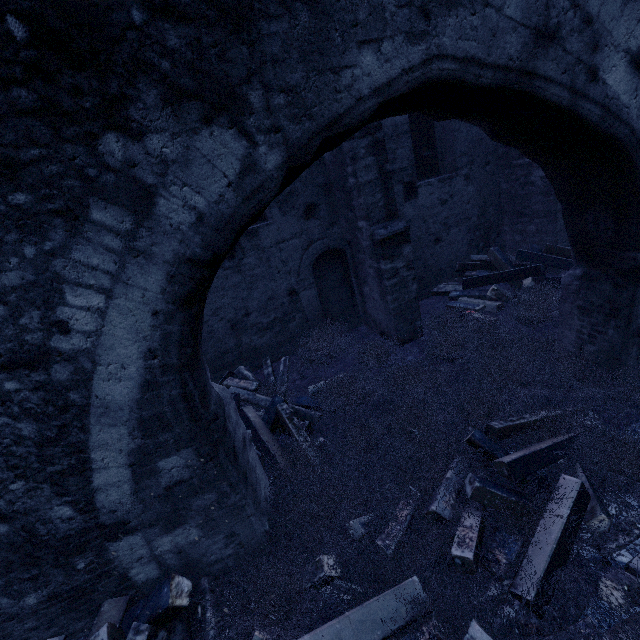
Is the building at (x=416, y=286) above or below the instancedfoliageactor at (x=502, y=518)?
above

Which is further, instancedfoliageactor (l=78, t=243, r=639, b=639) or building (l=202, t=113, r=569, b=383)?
building (l=202, t=113, r=569, b=383)

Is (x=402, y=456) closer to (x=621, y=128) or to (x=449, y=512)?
(x=449, y=512)

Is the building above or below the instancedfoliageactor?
above

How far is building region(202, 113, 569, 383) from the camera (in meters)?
5.60

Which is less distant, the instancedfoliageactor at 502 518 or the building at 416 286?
the instancedfoliageactor at 502 518
